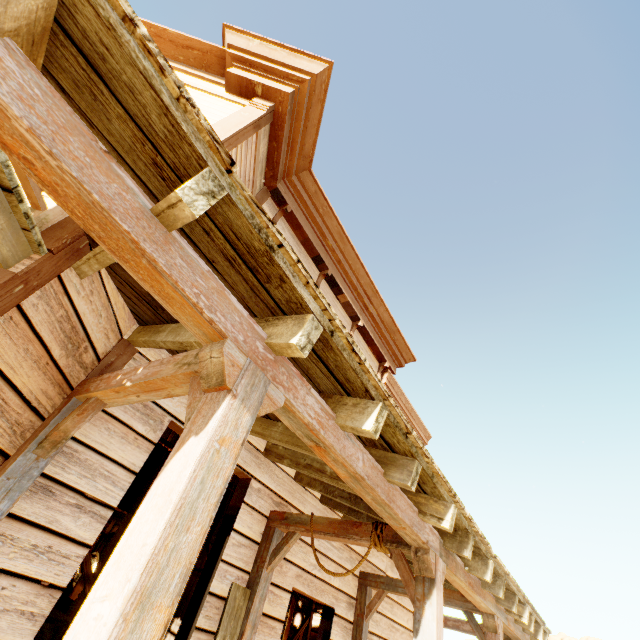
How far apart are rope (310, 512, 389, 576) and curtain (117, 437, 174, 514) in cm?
98

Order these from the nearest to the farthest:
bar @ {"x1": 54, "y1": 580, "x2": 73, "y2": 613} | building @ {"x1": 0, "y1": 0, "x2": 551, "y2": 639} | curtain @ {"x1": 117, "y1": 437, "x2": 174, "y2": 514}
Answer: building @ {"x1": 0, "y1": 0, "x2": 551, "y2": 639}, curtain @ {"x1": 117, "y1": 437, "x2": 174, "y2": 514}, bar @ {"x1": 54, "y1": 580, "x2": 73, "y2": 613}

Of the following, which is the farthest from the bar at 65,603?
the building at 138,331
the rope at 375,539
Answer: the rope at 375,539

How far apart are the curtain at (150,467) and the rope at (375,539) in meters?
1.0

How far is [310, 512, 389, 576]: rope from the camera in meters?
2.9 m

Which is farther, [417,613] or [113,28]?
[417,613]

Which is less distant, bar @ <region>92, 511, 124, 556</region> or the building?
the building

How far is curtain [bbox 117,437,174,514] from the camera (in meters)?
2.85
